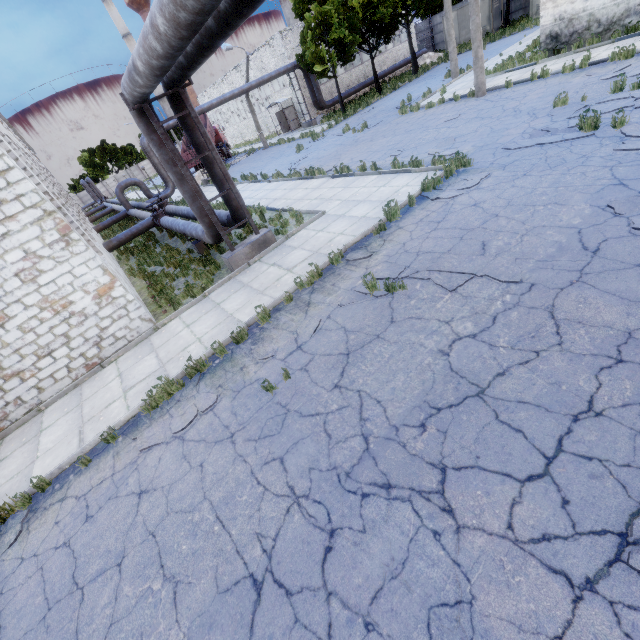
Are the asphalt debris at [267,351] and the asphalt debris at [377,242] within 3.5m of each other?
yes

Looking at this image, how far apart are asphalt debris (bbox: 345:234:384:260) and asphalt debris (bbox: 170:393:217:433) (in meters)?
4.32

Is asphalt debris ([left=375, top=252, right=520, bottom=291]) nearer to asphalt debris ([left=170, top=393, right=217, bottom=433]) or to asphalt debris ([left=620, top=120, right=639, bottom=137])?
asphalt debris ([left=170, top=393, right=217, bottom=433])

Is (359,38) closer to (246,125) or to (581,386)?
(246,125)

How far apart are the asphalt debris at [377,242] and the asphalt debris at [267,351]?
2.1m

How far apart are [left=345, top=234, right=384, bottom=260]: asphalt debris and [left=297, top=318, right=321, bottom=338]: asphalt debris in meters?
2.1 m

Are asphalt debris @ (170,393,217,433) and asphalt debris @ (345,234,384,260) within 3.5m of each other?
no
